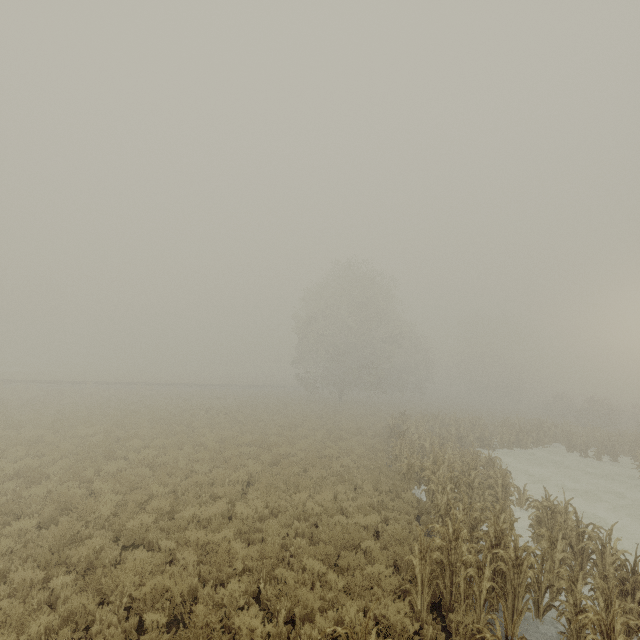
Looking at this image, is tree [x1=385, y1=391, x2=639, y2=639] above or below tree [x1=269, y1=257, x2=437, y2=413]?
below

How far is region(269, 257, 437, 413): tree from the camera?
35.56m

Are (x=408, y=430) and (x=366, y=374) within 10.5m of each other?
no

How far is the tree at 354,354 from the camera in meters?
35.6 m

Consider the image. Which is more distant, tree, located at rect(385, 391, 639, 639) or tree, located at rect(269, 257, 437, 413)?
tree, located at rect(269, 257, 437, 413)

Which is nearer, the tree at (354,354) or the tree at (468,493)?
the tree at (468,493)
